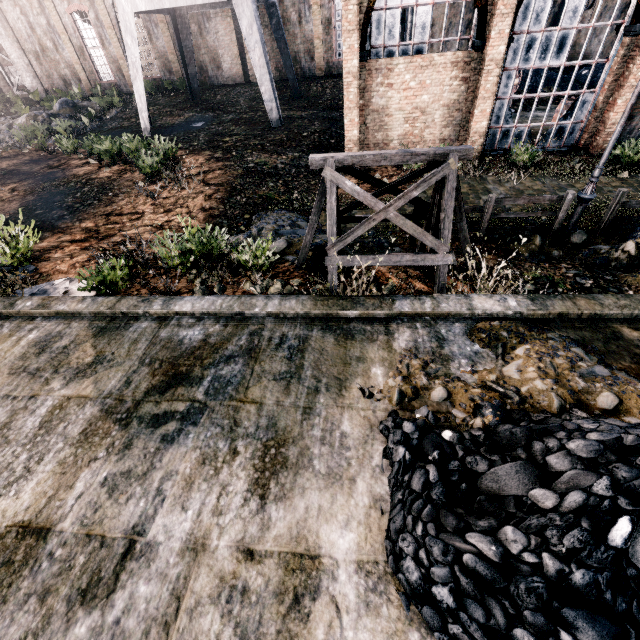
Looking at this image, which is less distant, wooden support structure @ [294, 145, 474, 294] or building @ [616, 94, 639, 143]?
Result: wooden support structure @ [294, 145, 474, 294]

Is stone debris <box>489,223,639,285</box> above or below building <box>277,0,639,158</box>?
below

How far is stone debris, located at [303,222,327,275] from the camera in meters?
8.9

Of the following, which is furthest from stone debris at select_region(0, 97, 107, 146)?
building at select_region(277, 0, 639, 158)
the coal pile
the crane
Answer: the coal pile

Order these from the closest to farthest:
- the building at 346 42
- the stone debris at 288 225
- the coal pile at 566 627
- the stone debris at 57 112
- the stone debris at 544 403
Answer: the coal pile at 566 627 → the stone debris at 544 403 → the stone debris at 288 225 → the building at 346 42 → the stone debris at 57 112

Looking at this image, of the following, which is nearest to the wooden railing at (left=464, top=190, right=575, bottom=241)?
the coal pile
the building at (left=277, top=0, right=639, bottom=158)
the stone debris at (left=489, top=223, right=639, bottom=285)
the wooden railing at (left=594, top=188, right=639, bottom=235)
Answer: the stone debris at (left=489, top=223, right=639, bottom=285)

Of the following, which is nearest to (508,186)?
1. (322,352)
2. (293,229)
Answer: (293,229)

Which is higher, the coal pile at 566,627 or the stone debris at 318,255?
the coal pile at 566,627
